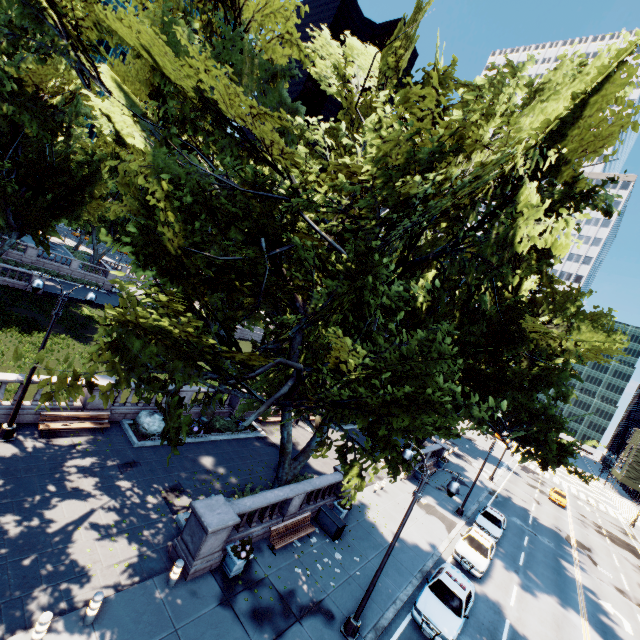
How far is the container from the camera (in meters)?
16.70

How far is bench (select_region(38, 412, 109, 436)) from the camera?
15.1m

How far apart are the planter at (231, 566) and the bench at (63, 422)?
9.3m

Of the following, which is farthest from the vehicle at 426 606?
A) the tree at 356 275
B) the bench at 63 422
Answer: the bench at 63 422

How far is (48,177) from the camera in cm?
3306

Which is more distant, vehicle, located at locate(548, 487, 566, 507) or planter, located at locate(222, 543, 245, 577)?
vehicle, located at locate(548, 487, 566, 507)

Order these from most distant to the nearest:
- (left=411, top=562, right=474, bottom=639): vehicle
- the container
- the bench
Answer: the container → the bench → (left=411, top=562, right=474, bottom=639): vehicle

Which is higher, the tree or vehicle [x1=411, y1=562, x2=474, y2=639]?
the tree
